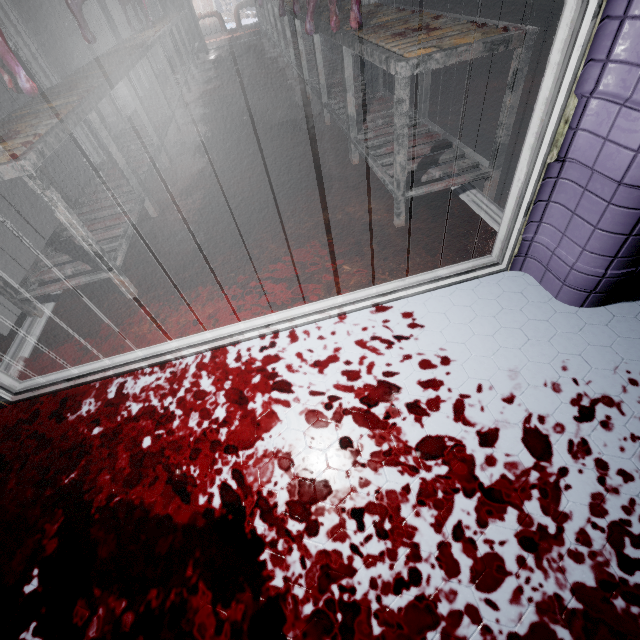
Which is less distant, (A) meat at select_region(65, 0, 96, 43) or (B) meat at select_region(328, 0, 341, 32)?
(B) meat at select_region(328, 0, 341, 32)

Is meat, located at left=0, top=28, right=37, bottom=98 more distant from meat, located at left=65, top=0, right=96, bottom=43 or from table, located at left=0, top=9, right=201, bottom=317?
meat, located at left=65, top=0, right=96, bottom=43

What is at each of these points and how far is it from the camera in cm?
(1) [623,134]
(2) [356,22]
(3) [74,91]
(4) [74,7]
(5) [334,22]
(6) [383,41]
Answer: (1) door, 92
(2) meat, 189
(3) table, 220
(4) meat, 261
(5) meat, 202
(6) table, 162

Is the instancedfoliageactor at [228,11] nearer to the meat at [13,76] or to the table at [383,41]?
the table at [383,41]

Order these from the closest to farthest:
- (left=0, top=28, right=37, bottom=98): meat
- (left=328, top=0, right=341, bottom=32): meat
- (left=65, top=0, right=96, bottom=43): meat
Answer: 1. (left=0, top=28, right=37, bottom=98): meat
2. (left=328, top=0, right=341, bottom=32): meat
3. (left=65, top=0, right=96, bottom=43): meat

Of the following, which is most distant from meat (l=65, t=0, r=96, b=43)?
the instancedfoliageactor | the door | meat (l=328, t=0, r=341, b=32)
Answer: the instancedfoliageactor

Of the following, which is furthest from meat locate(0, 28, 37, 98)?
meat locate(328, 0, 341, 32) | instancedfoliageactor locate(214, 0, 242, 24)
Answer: instancedfoliageactor locate(214, 0, 242, 24)

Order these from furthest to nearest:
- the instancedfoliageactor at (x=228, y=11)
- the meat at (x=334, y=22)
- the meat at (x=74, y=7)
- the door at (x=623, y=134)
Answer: the instancedfoliageactor at (x=228, y=11) → the meat at (x=74, y=7) → the meat at (x=334, y=22) → the door at (x=623, y=134)
